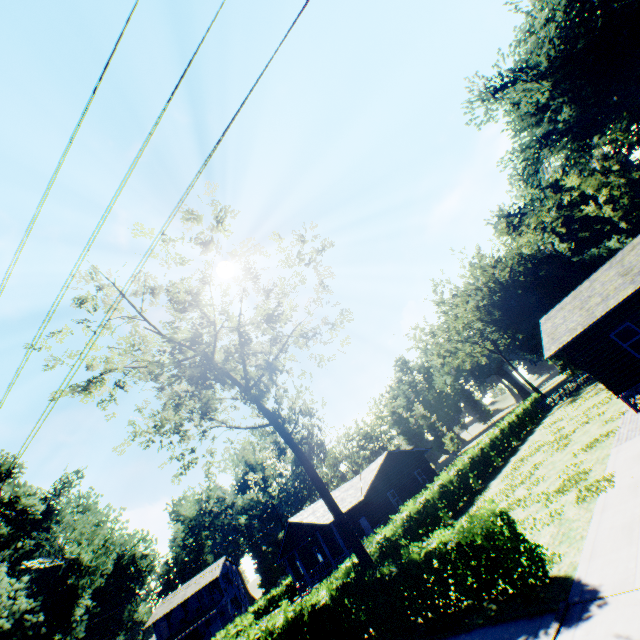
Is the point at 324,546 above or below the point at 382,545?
above

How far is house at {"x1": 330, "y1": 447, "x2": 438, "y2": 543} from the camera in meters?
29.4 m

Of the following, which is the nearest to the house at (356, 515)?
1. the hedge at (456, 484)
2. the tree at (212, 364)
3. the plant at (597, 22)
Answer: the hedge at (456, 484)

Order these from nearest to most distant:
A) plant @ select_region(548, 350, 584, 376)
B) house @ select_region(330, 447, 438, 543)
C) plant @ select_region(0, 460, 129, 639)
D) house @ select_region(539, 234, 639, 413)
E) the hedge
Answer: the hedge, house @ select_region(539, 234, 639, 413), plant @ select_region(0, 460, 129, 639), house @ select_region(330, 447, 438, 543), plant @ select_region(548, 350, 584, 376)

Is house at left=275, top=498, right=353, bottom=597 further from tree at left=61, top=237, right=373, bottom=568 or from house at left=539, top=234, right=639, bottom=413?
house at left=539, top=234, right=639, bottom=413

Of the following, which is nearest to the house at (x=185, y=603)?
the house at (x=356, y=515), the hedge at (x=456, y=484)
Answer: the house at (x=356, y=515)

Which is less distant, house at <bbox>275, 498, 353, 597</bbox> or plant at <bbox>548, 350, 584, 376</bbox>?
house at <bbox>275, 498, 353, 597</bbox>

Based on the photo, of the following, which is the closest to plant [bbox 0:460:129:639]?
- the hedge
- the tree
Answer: the hedge
